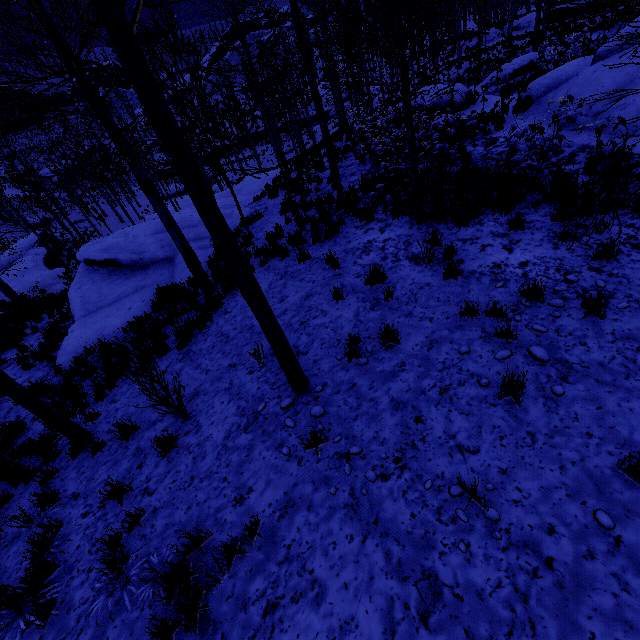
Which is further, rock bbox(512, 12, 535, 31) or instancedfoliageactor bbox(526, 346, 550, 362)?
rock bbox(512, 12, 535, 31)

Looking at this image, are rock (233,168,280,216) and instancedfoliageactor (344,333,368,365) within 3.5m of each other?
no

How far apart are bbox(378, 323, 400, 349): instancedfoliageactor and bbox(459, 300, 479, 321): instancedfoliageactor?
1.07m

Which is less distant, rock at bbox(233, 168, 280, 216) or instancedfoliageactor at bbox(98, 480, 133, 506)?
instancedfoliageactor at bbox(98, 480, 133, 506)

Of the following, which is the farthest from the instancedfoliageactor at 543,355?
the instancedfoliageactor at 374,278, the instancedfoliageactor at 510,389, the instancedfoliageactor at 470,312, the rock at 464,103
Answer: the rock at 464,103

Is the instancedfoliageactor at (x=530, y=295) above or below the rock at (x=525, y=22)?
below

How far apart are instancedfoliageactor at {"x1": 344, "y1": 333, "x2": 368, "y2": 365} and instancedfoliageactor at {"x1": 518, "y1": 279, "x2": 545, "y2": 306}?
2.59m

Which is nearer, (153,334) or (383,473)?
(383,473)
